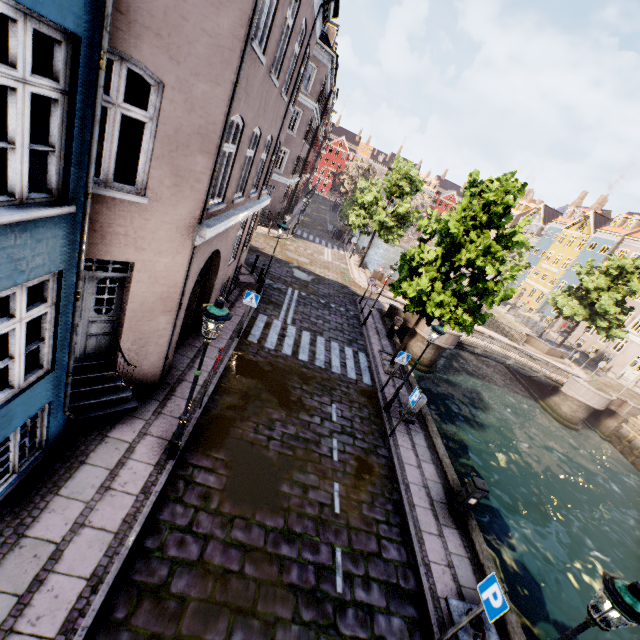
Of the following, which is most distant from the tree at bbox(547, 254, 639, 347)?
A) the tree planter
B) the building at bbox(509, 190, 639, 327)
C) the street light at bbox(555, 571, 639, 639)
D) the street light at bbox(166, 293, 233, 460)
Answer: the street light at bbox(166, 293, 233, 460)

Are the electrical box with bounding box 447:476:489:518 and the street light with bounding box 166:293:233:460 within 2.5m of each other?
no

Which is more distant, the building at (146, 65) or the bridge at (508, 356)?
the bridge at (508, 356)

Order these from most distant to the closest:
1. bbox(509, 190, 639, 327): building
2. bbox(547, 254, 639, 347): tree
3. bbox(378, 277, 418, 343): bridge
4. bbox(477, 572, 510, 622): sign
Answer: bbox(509, 190, 639, 327): building < bbox(547, 254, 639, 347): tree < bbox(378, 277, 418, 343): bridge < bbox(477, 572, 510, 622): sign

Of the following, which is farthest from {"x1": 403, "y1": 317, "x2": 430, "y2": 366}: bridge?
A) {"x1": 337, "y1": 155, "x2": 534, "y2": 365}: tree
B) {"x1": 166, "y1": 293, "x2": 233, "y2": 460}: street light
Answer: {"x1": 166, "y1": 293, "x2": 233, "y2": 460}: street light

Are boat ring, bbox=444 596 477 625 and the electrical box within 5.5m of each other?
yes

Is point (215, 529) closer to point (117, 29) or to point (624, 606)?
point (624, 606)

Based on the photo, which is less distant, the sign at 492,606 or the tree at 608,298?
the sign at 492,606
